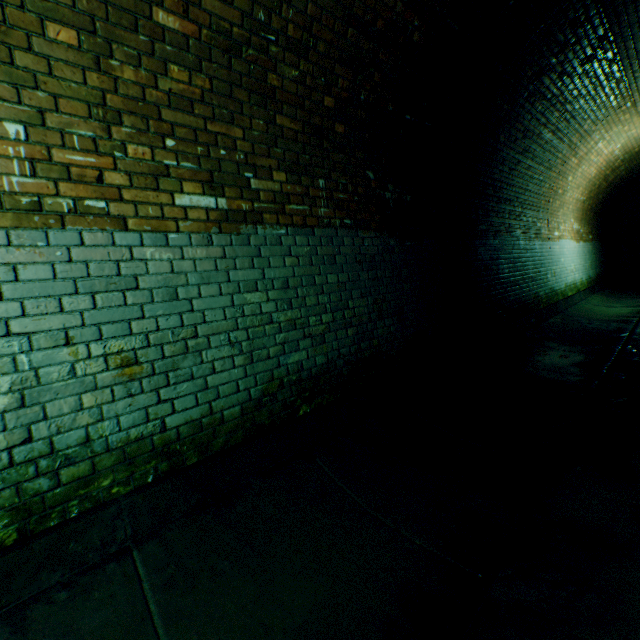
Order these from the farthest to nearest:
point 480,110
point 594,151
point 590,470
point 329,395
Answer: point 594,151
point 480,110
point 329,395
point 590,470
